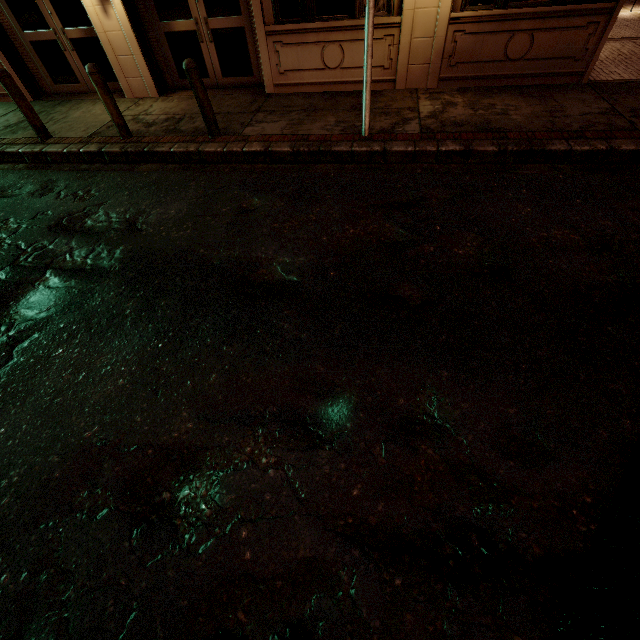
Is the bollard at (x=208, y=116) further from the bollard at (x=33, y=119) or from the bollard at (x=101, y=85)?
the bollard at (x=33, y=119)

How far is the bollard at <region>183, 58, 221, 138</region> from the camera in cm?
552

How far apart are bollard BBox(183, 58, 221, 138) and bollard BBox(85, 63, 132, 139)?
1.7 meters

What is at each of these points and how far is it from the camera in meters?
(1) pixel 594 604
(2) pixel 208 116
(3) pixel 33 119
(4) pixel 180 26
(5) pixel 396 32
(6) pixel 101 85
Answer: (1) barrier, 1.8
(2) bollard, 6.1
(3) bollard, 6.7
(4) building, 7.6
(5) building, 6.7
(6) bollard, 6.0

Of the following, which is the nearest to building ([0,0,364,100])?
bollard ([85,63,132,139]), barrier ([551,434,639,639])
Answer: bollard ([85,63,132,139])

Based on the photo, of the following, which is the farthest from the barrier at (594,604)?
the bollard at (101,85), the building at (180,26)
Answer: the bollard at (101,85)

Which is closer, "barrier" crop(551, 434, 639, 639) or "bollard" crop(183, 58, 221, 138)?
"barrier" crop(551, 434, 639, 639)

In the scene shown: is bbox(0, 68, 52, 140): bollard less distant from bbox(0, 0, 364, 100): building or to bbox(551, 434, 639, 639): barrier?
bbox(0, 0, 364, 100): building
